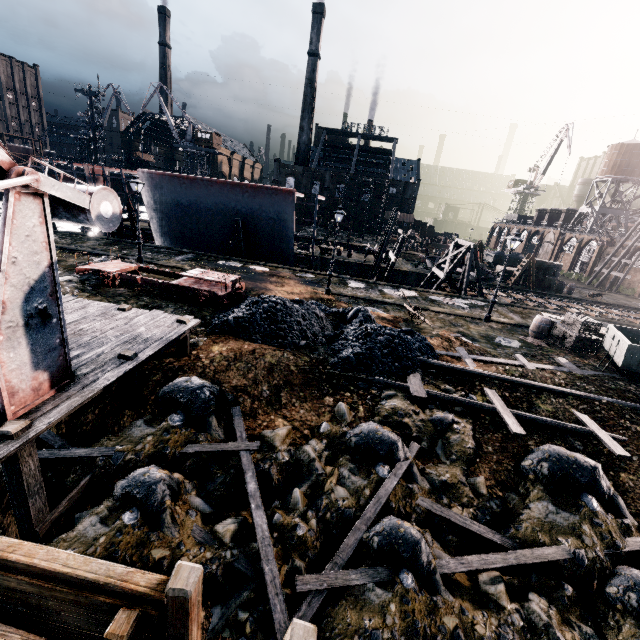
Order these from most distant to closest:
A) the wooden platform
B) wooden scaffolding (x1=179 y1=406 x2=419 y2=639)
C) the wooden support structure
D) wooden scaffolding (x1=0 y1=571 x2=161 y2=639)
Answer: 1. the wooden support structure
2. wooden scaffolding (x1=179 y1=406 x2=419 y2=639)
3. the wooden platform
4. wooden scaffolding (x1=0 y1=571 x2=161 y2=639)

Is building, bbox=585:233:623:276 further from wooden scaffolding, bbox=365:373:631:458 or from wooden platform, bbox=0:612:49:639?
wooden platform, bbox=0:612:49:639

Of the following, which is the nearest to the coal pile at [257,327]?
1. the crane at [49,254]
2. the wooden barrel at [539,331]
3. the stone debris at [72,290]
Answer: the stone debris at [72,290]

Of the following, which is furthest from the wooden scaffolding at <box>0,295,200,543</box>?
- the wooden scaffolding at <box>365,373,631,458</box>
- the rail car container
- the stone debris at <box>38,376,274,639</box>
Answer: the rail car container

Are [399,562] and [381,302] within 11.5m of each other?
no

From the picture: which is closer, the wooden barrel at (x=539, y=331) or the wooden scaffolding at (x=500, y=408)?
the wooden scaffolding at (x=500, y=408)

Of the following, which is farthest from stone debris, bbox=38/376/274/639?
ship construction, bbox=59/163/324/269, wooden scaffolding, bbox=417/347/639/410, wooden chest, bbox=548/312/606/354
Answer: ship construction, bbox=59/163/324/269

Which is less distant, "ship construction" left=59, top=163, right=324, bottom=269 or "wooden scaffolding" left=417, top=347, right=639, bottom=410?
"wooden scaffolding" left=417, top=347, right=639, bottom=410
